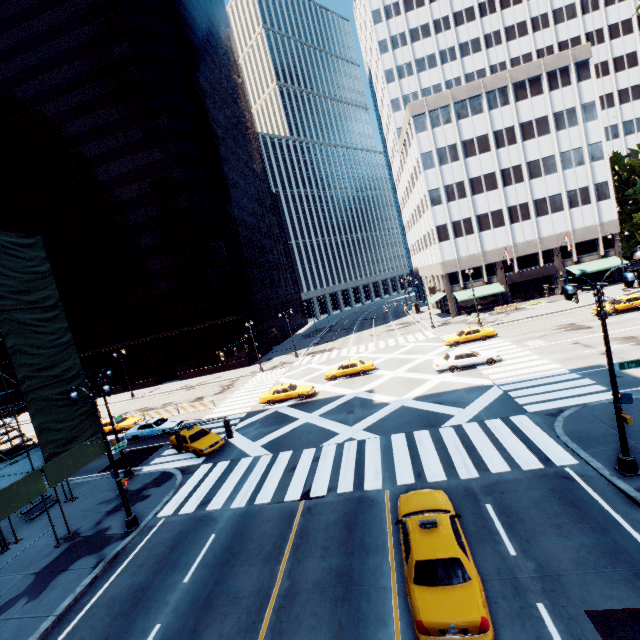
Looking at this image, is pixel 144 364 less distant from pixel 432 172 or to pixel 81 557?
pixel 81 557

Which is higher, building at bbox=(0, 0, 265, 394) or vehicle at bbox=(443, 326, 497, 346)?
building at bbox=(0, 0, 265, 394)

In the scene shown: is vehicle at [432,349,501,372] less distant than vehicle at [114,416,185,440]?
Yes

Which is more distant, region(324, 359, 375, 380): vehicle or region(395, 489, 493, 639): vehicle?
region(324, 359, 375, 380): vehicle

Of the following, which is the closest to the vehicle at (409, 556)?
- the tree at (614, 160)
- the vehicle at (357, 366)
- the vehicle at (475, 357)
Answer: the tree at (614, 160)

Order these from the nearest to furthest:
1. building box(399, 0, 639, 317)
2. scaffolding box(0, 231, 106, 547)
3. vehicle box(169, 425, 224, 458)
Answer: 1. scaffolding box(0, 231, 106, 547)
2. vehicle box(169, 425, 224, 458)
3. building box(399, 0, 639, 317)

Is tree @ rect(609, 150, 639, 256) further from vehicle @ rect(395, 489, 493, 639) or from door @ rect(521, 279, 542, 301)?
door @ rect(521, 279, 542, 301)

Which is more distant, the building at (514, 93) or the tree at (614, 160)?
the tree at (614, 160)
